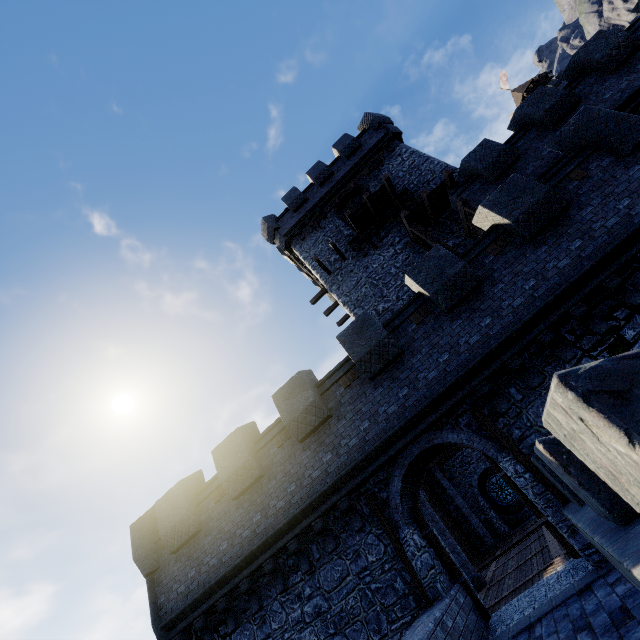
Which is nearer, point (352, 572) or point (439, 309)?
point (352, 572)

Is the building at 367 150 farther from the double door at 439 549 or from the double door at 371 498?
the double door at 371 498

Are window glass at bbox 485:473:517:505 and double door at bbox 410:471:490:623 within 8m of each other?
no

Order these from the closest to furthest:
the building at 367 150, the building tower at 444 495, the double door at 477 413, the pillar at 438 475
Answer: the double door at 477 413, the building at 367 150, the pillar at 438 475, the building tower at 444 495

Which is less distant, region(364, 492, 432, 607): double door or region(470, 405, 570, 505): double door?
region(470, 405, 570, 505): double door

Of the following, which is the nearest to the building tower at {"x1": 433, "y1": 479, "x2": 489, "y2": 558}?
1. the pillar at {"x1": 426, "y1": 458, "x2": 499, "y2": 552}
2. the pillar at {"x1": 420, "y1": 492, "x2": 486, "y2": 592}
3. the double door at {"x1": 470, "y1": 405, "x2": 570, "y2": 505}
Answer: the double door at {"x1": 470, "y1": 405, "x2": 570, "y2": 505}

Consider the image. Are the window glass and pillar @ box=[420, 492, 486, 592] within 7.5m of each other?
no

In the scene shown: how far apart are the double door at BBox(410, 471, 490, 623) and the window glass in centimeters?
1752cm
